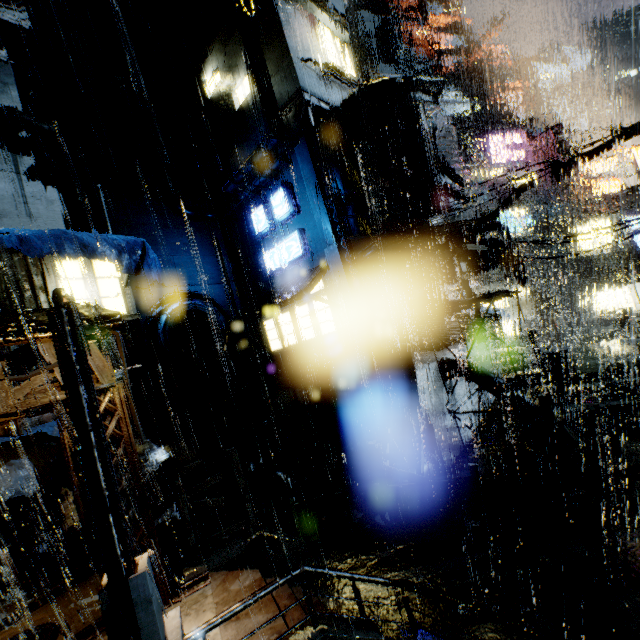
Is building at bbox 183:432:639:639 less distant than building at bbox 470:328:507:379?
Yes

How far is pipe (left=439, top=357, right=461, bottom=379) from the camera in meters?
14.8 m

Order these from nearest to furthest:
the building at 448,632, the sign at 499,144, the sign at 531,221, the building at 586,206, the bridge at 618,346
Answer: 1. the building at 448,632
2. the building at 586,206
3. the bridge at 618,346
4. the sign at 531,221
5. the sign at 499,144

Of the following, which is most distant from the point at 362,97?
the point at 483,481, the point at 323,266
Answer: the point at 483,481

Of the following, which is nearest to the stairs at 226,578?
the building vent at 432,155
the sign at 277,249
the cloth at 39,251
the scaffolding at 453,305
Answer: the scaffolding at 453,305

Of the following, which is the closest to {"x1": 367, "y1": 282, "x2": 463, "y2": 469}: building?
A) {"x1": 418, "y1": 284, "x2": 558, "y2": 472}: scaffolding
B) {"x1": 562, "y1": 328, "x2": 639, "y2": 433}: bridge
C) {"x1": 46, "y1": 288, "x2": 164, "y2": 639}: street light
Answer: {"x1": 562, "y1": 328, "x2": 639, "y2": 433}: bridge
